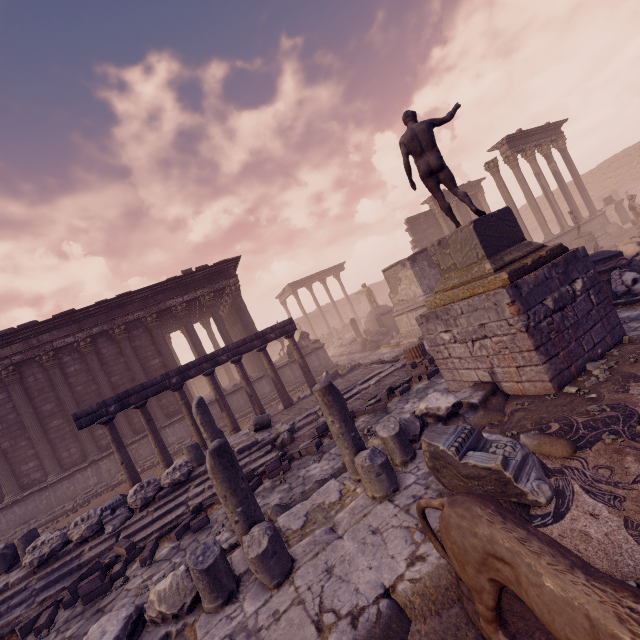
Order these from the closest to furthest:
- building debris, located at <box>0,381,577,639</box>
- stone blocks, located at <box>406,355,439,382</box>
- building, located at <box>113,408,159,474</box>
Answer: building debris, located at <box>0,381,577,639</box>
stone blocks, located at <box>406,355,439,382</box>
building, located at <box>113,408,159,474</box>

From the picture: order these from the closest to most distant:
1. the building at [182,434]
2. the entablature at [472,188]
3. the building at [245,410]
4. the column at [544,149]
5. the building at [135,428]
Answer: the building at [135,428]
the building at [182,434]
the building at [245,410]
the column at [544,149]
the entablature at [472,188]

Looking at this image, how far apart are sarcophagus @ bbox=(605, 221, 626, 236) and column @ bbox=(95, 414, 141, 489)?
26.1m

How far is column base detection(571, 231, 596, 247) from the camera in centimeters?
1662cm

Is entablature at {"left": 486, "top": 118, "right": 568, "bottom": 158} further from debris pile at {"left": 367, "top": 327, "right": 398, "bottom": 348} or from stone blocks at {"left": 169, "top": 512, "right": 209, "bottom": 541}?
stone blocks at {"left": 169, "top": 512, "right": 209, "bottom": 541}

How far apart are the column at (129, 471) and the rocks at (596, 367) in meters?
11.8

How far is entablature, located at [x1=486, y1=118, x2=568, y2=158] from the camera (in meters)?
18.89

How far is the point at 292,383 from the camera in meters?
17.0
